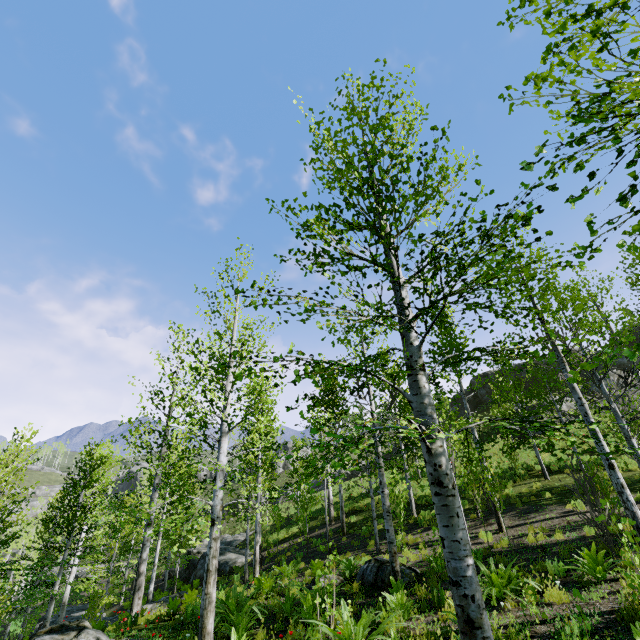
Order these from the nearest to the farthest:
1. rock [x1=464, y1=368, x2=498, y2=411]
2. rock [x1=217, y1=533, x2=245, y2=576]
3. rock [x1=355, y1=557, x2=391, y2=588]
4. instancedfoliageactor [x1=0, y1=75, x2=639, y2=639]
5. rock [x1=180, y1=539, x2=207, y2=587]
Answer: instancedfoliageactor [x1=0, y1=75, x2=639, y2=639]
rock [x1=355, y1=557, x2=391, y2=588]
rock [x1=217, y1=533, x2=245, y2=576]
rock [x1=180, y1=539, x2=207, y2=587]
rock [x1=464, y1=368, x2=498, y2=411]

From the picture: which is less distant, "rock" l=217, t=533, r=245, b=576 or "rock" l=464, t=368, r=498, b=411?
"rock" l=217, t=533, r=245, b=576

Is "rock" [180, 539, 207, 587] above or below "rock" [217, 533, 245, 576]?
below

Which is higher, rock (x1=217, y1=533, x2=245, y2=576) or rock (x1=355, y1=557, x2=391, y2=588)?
rock (x1=355, y1=557, x2=391, y2=588)

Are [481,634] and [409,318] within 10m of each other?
yes

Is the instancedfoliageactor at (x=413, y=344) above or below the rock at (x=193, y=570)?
above

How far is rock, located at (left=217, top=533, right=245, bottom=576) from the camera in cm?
2125

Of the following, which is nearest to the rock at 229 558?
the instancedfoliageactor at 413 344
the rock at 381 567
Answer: the rock at 381 567
